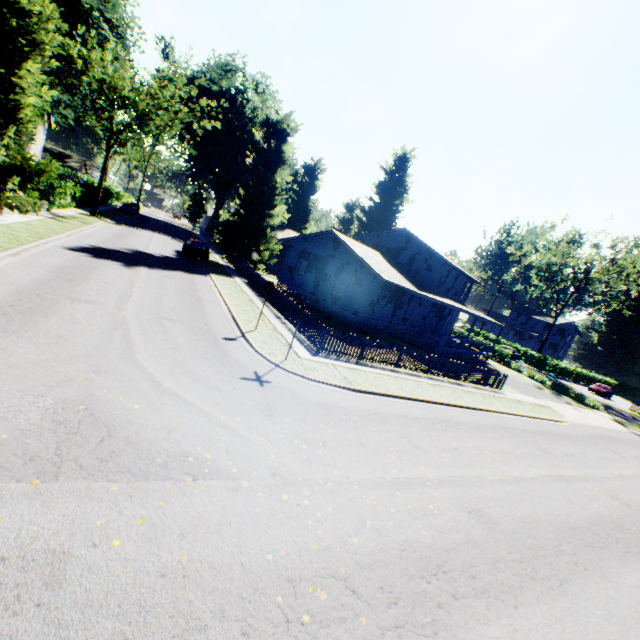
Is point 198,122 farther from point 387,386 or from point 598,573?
point 598,573

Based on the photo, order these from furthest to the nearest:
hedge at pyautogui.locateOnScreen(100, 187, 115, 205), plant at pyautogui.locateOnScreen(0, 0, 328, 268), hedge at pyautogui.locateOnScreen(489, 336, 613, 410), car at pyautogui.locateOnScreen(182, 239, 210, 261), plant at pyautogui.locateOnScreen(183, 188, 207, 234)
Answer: plant at pyautogui.locateOnScreen(183, 188, 207, 234)
hedge at pyautogui.locateOnScreen(100, 187, 115, 205)
hedge at pyautogui.locateOnScreen(489, 336, 613, 410)
car at pyautogui.locateOnScreen(182, 239, 210, 261)
plant at pyautogui.locateOnScreen(0, 0, 328, 268)

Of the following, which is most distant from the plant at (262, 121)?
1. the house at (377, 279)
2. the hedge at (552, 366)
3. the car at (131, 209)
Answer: the hedge at (552, 366)

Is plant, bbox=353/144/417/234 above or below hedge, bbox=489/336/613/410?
above

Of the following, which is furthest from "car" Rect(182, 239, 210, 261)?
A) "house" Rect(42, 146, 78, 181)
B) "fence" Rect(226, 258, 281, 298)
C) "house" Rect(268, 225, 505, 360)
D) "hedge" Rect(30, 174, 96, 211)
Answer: "house" Rect(42, 146, 78, 181)

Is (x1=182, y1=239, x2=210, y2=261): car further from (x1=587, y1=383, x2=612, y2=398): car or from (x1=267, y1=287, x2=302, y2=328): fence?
(x1=587, y1=383, x2=612, y2=398): car

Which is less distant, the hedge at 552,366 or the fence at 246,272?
the fence at 246,272

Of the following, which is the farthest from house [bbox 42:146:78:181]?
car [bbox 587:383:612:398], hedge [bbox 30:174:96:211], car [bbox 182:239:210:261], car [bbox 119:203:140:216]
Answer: car [bbox 587:383:612:398]
